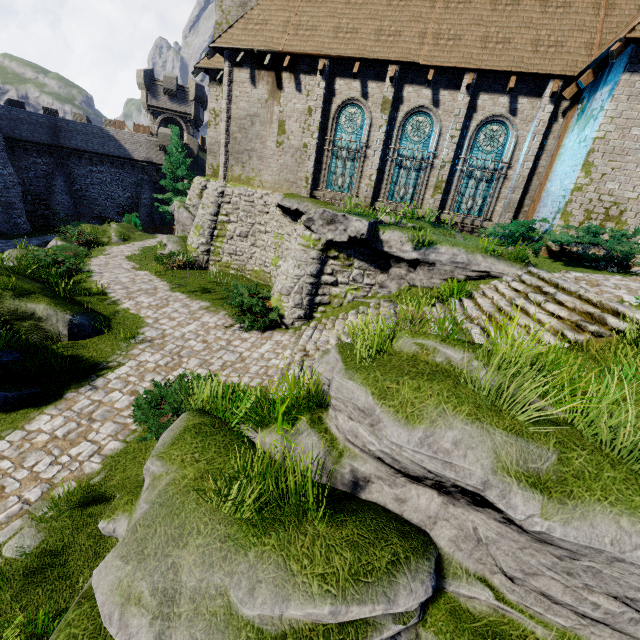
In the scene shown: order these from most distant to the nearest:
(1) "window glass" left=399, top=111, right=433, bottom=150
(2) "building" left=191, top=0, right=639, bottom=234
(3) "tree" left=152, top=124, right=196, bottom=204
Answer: (3) "tree" left=152, top=124, right=196, bottom=204 → (1) "window glass" left=399, top=111, right=433, bottom=150 → (2) "building" left=191, top=0, right=639, bottom=234

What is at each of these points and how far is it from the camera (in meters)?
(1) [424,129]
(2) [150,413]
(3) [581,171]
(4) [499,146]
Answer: (1) window glass, 13.78
(2) bush, 6.39
(3) building, 10.34
(4) window glass, 13.22

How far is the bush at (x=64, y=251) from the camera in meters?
13.7

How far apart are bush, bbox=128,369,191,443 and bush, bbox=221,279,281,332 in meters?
3.0

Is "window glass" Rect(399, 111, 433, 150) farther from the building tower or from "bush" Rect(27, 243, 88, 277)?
the building tower

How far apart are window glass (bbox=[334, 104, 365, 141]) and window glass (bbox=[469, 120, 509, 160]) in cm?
451

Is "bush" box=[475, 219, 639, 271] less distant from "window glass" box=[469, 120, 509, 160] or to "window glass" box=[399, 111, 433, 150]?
"window glass" box=[469, 120, 509, 160]

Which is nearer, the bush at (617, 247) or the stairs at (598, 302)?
the stairs at (598, 302)
